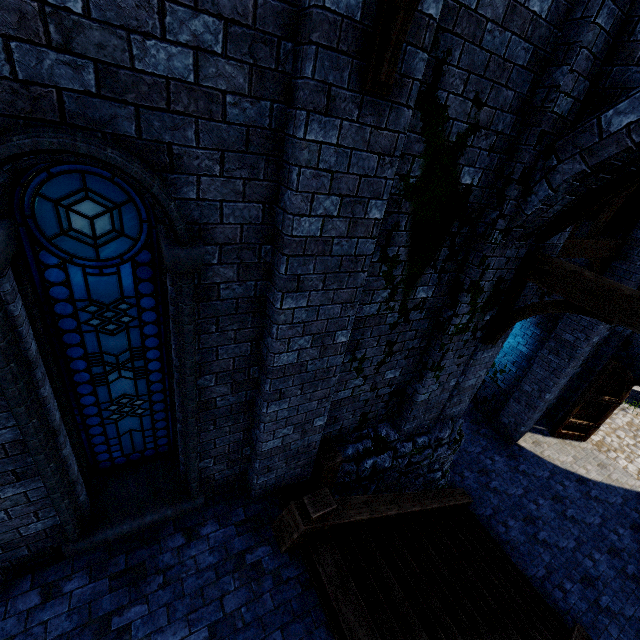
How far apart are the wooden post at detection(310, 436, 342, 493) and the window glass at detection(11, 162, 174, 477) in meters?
2.1 m

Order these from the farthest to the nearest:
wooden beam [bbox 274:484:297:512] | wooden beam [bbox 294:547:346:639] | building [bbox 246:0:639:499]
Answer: wooden beam [bbox 274:484:297:512]
wooden beam [bbox 294:547:346:639]
building [bbox 246:0:639:499]

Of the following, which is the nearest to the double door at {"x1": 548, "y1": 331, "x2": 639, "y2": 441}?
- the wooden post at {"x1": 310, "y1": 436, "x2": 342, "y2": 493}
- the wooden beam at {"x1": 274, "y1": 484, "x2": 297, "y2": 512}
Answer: the wooden post at {"x1": 310, "y1": 436, "x2": 342, "y2": 493}

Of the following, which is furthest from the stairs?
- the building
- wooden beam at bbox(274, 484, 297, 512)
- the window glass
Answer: the window glass

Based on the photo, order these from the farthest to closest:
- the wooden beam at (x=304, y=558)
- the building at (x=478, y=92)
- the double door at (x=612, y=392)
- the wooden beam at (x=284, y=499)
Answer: the double door at (x=612, y=392), the wooden beam at (x=284, y=499), the wooden beam at (x=304, y=558), the building at (x=478, y=92)

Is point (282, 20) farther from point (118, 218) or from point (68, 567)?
point (68, 567)

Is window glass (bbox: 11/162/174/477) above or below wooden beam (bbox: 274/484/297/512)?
above

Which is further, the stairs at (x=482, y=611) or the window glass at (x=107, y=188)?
the stairs at (x=482, y=611)
